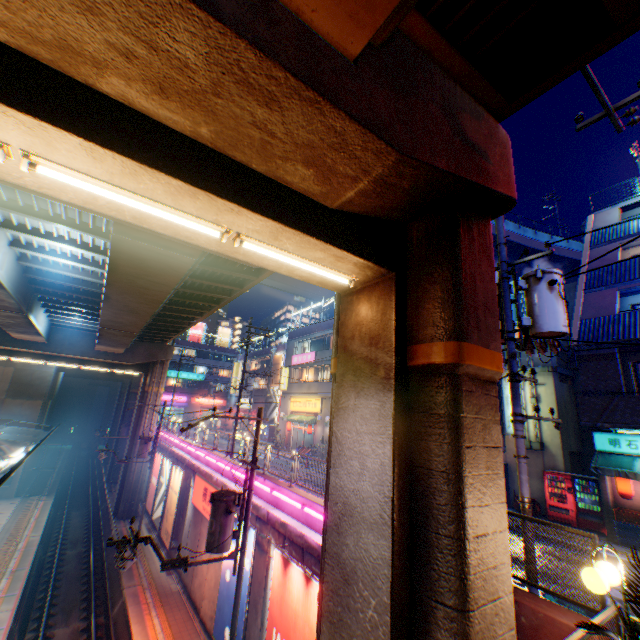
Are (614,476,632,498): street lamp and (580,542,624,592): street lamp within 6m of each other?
no

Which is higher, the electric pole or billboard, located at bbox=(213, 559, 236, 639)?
the electric pole

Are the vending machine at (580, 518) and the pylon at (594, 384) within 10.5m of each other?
yes

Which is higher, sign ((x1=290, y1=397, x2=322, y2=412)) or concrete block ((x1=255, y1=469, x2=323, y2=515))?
sign ((x1=290, y1=397, x2=322, y2=412))

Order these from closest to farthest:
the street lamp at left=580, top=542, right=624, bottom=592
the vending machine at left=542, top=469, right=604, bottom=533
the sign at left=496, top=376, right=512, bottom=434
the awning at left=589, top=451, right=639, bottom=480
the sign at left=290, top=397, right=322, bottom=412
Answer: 1. the street lamp at left=580, top=542, right=624, bottom=592
2. the awning at left=589, top=451, right=639, bottom=480
3. the vending machine at left=542, top=469, right=604, bottom=533
4. the sign at left=496, top=376, right=512, bottom=434
5. the sign at left=290, top=397, right=322, bottom=412

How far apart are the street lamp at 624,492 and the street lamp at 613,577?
11.2m

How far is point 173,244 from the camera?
8.4m

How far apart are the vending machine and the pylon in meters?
3.3 m
